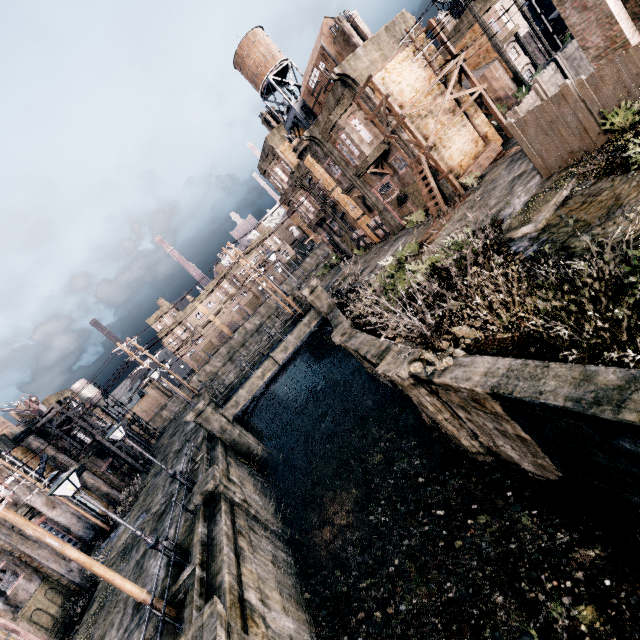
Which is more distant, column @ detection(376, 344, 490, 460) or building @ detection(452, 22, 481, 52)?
building @ detection(452, 22, 481, 52)

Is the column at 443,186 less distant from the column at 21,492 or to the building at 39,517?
the column at 21,492

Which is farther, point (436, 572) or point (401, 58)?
point (401, 58)

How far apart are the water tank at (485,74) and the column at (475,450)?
35.8 meters

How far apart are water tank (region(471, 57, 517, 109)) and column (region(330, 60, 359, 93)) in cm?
1992

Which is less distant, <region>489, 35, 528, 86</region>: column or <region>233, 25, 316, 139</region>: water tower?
<region>233, 25, 316, 139</region>: water tower

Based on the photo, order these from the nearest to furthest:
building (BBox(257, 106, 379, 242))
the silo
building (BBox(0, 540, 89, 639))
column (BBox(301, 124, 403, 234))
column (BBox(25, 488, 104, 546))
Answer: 1. building (BBox(0, 540, 89, 639))
2. column (BBox(25, 488, 104, 546))
3. column (BBox(301, 124, 403, 234))
4. building (BBox(257, 106, 379, 242))
5. the silo

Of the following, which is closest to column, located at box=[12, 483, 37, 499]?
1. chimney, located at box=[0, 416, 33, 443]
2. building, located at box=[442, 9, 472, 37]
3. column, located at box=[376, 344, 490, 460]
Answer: chimney, located at box=[0, 416, 33, 443]
